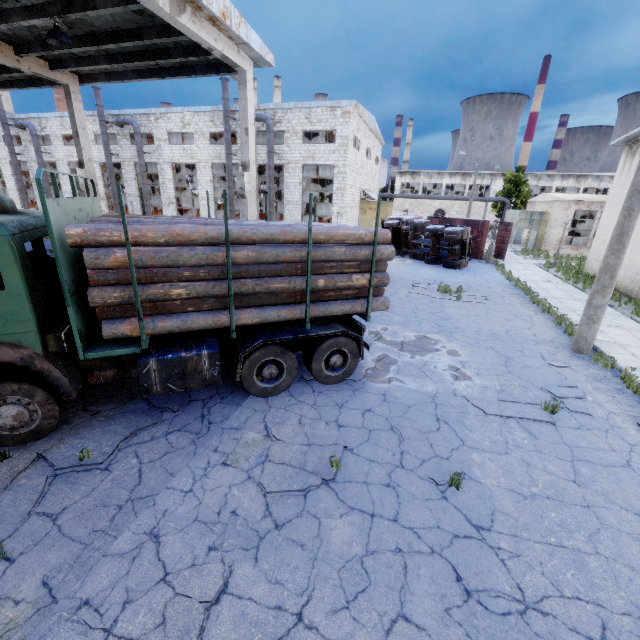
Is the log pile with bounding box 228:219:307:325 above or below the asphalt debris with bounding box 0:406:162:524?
above

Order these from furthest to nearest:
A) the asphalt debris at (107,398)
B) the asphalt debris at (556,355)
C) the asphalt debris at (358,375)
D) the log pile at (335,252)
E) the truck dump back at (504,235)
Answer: the truck dump back at (504,235) → the asphalt debris at (556,355) → the asphalt debris at (358,375) → the asphalt debris at (107,398) → the log pile at (335,252)

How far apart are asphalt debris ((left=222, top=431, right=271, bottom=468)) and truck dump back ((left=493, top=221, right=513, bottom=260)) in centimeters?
2576cm

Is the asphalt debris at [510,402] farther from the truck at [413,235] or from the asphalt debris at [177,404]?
the truck at [413,235]

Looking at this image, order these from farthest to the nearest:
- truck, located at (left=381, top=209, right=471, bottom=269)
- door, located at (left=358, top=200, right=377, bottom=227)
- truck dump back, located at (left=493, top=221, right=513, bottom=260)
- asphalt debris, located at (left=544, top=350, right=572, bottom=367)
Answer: door, located at (left=358, top=200, right=377, bottom=227), truck dump back, located at (left=493, top=221, right=513, bottom=260), truck, located at (left=381, top=209, right=471, bottom=269), asphalt debris, located at (left=544, top=350, right=572, bottom=367)

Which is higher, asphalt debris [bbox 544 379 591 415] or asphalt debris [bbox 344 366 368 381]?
asphalt debris [bbox 344 366 368 381]

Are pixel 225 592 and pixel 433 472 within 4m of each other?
yes

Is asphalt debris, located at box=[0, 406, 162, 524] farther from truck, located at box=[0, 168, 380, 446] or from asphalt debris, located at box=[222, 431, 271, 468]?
asphalt debris, located at box=[222, 431, 271, 468]
